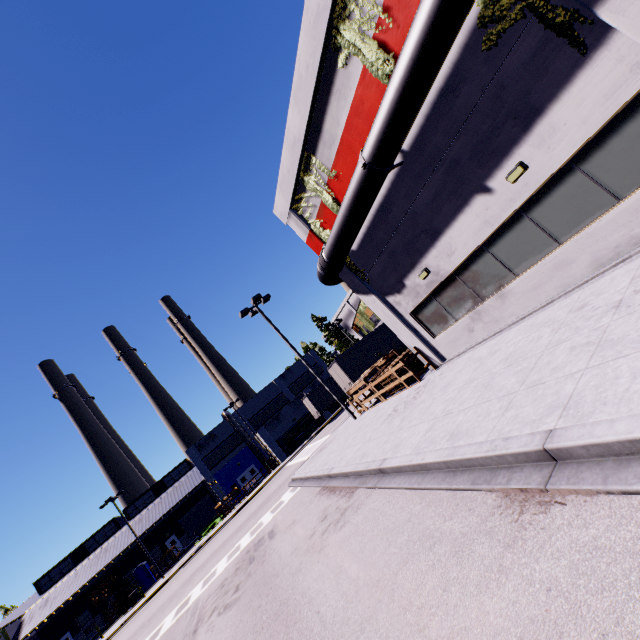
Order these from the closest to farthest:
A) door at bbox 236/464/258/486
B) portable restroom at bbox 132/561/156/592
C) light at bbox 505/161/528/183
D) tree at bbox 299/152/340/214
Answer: light at bbox 505/161/528/183, tree at bbox 299/152/340/214, portable restroom at bbox 132/561/156/592, door at bbox 236/464/258/486

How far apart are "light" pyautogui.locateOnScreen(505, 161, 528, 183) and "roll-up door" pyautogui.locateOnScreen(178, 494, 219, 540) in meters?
55.8 m

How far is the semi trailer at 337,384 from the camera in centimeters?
2636cm

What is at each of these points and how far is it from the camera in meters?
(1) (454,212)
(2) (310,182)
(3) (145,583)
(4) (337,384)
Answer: (1) building, 9.8 m
(2) tree, 13.6 m
(3) portable restroom, 39.2 m
(4) semi trailer, 38.2 m

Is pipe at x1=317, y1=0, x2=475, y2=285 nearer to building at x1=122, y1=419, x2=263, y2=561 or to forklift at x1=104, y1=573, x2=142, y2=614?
building at x1=122, y1=419, x2=263, y2=561

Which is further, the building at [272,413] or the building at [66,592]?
the building at [272,413]

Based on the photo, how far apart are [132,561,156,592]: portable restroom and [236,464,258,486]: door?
13.7 meters

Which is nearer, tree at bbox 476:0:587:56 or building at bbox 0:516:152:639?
tree at bbox 476:0:587:56
